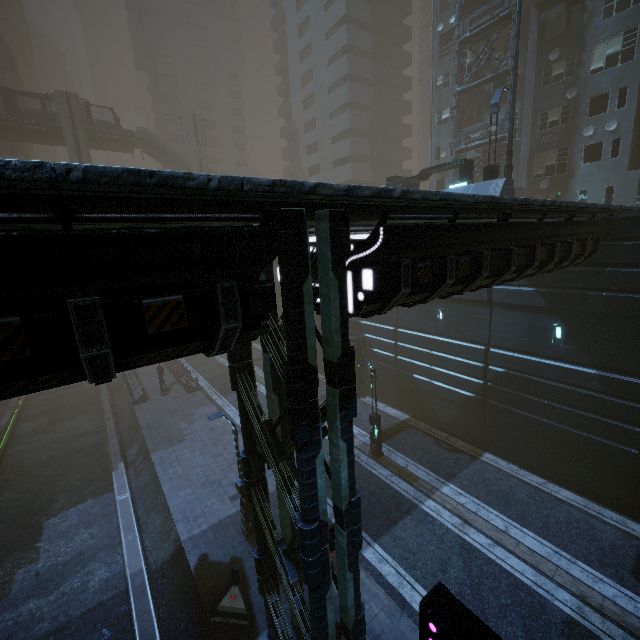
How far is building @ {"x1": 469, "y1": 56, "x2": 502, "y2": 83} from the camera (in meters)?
24.73

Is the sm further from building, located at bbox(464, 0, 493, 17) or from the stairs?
building, located at bbox(464, 0, 493, 17)

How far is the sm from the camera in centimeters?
4384cm

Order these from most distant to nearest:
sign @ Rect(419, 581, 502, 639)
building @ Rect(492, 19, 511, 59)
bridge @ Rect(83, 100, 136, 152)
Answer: bridge @ Rect(83, 100, 136, 152)
building @ Rect(492, 19, 511, 59)
sign @ Rect(419, 581, 502, 639)

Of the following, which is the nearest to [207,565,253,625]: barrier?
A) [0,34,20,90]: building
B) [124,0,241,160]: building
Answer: [124,0,241,160]: building

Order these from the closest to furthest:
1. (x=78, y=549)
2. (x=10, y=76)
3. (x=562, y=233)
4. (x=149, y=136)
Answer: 1. (x=562, y=233)
2. (x=78, y=549)
3. (x=149, y=136)
4. (x=10, y=76)

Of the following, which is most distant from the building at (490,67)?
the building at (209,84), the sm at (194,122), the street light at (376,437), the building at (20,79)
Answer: the building at (20,79)

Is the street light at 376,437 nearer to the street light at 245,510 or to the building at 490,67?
the building at 490,67
